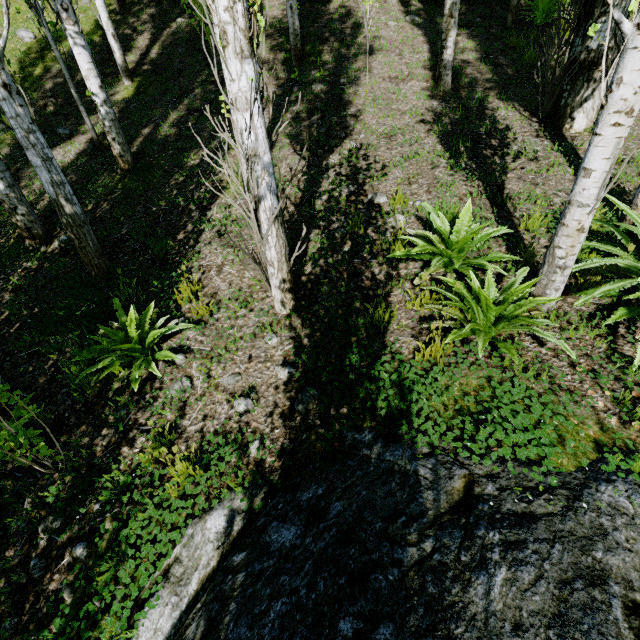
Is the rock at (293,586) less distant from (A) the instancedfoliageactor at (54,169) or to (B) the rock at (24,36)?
(A) the instancedfoliageactor at (54,169)

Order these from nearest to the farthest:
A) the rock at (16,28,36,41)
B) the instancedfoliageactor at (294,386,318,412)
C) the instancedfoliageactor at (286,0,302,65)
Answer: the instancedfoliageactor at (294,386,318,412), the instancedfoliageactor at (286,0,302,65), the rock at (16,28,36,41)

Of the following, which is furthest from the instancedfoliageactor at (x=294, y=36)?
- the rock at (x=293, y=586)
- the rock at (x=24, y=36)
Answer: the rock at (x=24, y=36)

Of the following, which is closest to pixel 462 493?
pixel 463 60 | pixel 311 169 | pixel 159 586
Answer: pixel 159 586

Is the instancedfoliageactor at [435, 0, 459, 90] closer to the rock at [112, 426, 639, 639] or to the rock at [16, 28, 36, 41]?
the rock at [112, 426, 639, 639]

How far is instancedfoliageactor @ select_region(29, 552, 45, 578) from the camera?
2.4 meters

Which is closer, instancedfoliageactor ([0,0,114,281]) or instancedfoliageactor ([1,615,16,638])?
instancedfoliageactor ([1,615,16,638])
